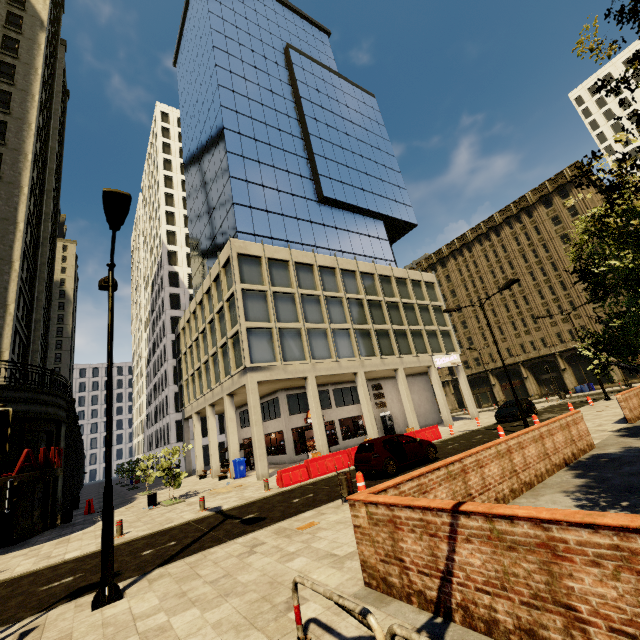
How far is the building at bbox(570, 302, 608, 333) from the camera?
40.8 meters

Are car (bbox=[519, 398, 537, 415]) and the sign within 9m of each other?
yes

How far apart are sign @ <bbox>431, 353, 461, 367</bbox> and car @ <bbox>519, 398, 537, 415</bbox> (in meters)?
7.29

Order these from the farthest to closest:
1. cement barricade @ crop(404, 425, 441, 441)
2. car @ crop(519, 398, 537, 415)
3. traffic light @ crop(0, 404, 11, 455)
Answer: car @ crop(519, 398, 537, 415)
cement barricade @ crop(404, 425, 441, 441)
traffic light @ crop(0, 404, 11, 455)

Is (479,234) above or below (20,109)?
below

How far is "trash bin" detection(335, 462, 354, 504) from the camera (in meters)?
10.03

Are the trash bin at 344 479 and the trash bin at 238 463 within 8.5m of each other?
no

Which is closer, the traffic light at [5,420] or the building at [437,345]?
the traffic light at [5,420]
